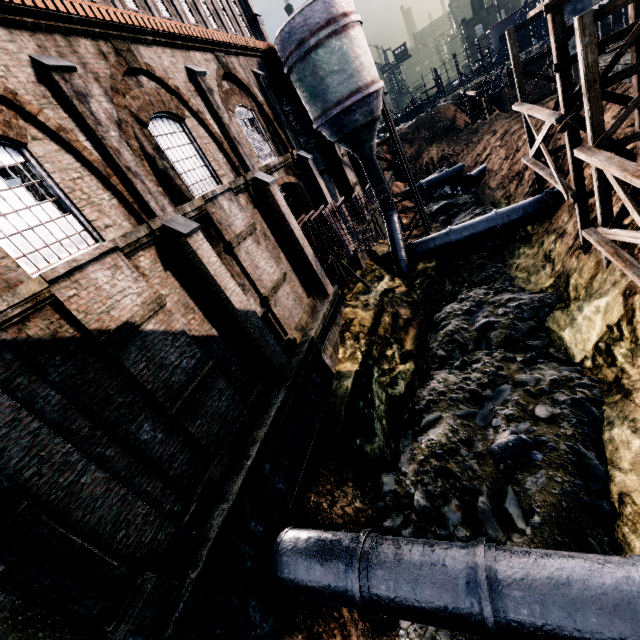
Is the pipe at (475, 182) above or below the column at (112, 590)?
below

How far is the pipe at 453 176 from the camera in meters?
36.1 m

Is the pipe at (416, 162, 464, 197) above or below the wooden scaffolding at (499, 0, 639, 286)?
below

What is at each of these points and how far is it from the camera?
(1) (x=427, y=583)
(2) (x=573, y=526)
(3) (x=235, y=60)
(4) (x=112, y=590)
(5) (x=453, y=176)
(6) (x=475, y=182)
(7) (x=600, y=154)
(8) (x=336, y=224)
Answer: (1) pipe, 7.14m
(2) stone debris, 8.54m
(3) building, 15.95m
(4) column, 6.33m
(5) pipe, 36.34m
(6) pipe, 32.25m
(7) wooden scaffolding, 9.95m
(8) ship construction, 17.41m

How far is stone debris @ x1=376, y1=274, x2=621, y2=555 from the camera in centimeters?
893cm

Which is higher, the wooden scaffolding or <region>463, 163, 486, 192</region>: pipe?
the wooden scaffolding

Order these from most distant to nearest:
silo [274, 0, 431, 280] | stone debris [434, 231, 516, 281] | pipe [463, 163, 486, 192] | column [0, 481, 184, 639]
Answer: pipe [463, 163, 486, 192] < stone debris [434, 231, 516, 281] < silo [274, 0, 431, 280] < column [0, 481, 184, 639]

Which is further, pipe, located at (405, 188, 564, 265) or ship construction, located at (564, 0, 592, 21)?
ship construction, located at (564, 0, 592, 21)
